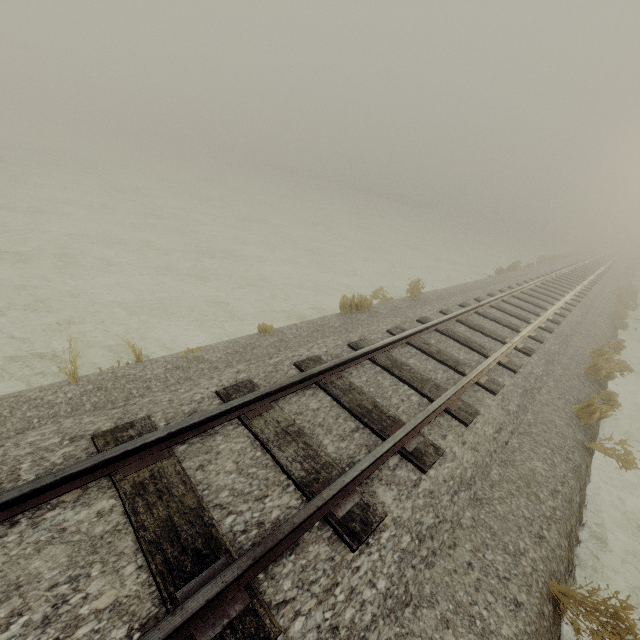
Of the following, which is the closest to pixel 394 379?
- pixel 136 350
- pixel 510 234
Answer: pixel 136 350
